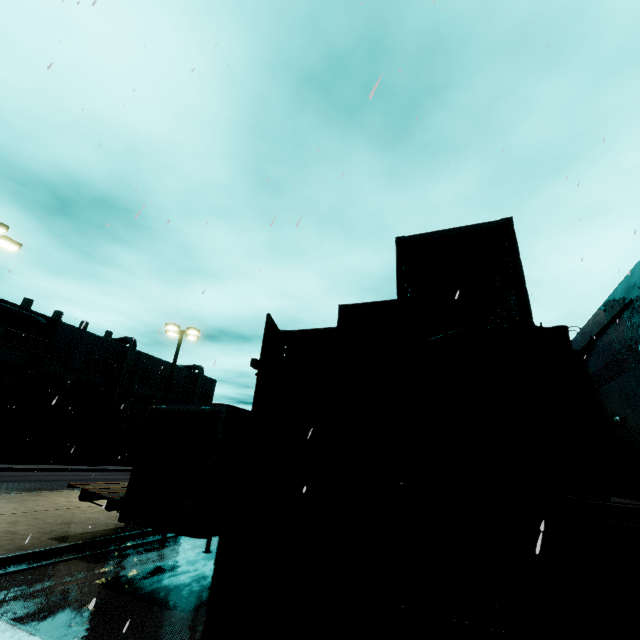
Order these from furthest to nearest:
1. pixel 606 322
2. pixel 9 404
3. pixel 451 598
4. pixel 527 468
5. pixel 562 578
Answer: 1. pixel 9 404
2. pixel 606 322
3. pixel 527 468
4. pixel 562 578
5. pixel 451 598

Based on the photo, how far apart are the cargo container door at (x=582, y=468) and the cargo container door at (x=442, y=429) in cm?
54

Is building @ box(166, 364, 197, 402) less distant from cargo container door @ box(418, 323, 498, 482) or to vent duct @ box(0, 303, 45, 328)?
vent duct @ box(0, 303, 45, 328)

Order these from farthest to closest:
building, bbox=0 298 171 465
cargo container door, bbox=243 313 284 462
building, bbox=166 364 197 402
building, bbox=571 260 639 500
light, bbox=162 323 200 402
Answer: building, bbox=166 364 197 402 → building, bbox=0 298 171 465 → light, bbox=162 323 200 402 → building, bbox=571 260 639 500 → cargo container door, bbox=243 313 284 462

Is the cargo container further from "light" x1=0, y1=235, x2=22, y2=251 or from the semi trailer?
"light" x1=0, y1=235, x2=22, y2=251

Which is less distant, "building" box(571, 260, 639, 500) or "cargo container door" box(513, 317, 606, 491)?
Answer: "cargo container door" box(513, 317, 606, 491)

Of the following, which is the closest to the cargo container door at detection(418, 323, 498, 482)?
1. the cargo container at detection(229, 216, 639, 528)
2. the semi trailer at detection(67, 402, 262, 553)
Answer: the cargo container at detection(229, 216, 639, 528)

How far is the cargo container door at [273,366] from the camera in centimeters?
506cm
